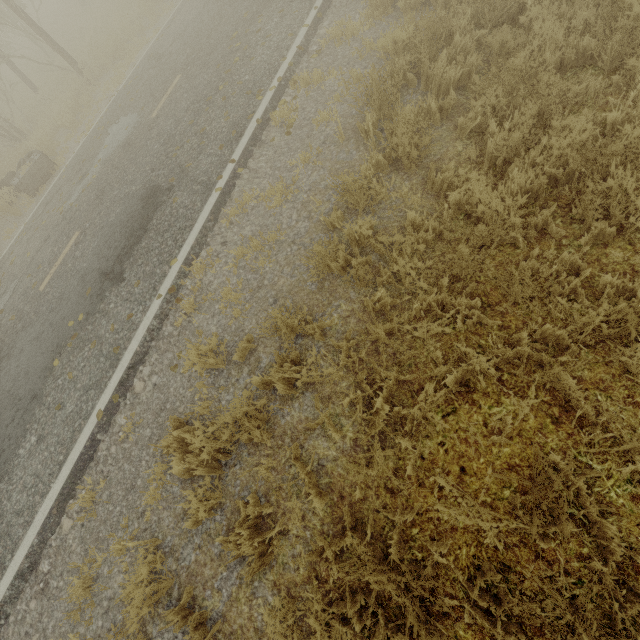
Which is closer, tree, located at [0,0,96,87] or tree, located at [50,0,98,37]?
tree, located at [0,0,96,87]

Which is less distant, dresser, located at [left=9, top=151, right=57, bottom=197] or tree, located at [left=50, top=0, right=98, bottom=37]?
dresser, located at [left=9, top=151, right=57, bottom=197]

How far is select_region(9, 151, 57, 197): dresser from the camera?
9.9m

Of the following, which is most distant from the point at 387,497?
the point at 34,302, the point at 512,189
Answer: the point at 34,302

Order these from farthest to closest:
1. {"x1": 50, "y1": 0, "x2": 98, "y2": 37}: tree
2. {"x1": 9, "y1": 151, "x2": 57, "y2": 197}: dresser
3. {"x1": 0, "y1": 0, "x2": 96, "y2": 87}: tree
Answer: {"x1": 50, "y1": 0, "x2": 98, "y2": 37}: tree
{"x1": 0, "y1": 0, "x2": 96, "y2": 87}: tree
{"x1": 9, "y1": 151, "x2": 57, "y2": 197}: dresser

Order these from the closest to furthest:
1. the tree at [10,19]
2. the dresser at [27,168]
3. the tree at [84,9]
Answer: the dresser at [27,168]
the tree at [10,19]
the tree at [84,9]

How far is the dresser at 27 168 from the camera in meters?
9.9
